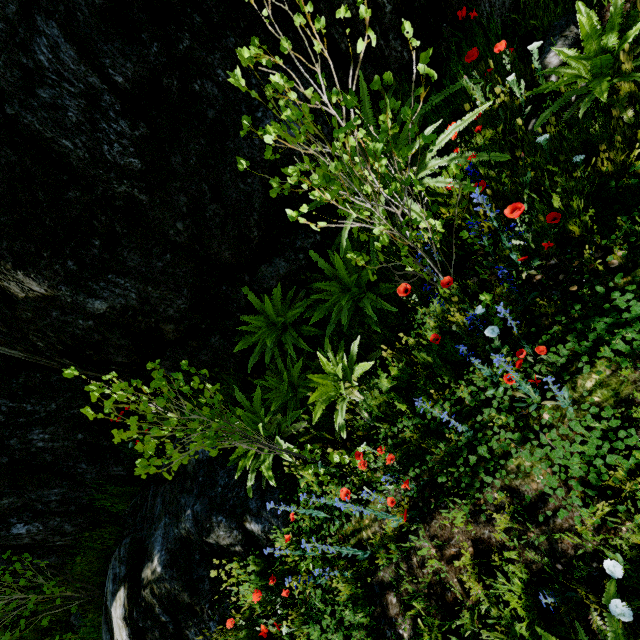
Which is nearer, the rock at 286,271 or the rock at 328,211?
the rock at 286,271

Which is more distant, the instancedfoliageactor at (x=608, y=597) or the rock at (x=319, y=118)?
the rock at (x=319, y=118)

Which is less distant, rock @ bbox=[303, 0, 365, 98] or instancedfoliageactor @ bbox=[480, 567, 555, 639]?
instancedfoliageactor @ bbox=[480, 567, 555, 639]

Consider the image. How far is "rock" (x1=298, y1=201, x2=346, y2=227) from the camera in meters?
3.7

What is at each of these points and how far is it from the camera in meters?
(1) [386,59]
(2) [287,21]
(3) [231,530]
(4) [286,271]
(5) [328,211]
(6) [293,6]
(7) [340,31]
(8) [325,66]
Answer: (1) rock, 3.3 m
(2) rock, 3.1 m
(3) rock, 3.6 m
(4) rock, 3.7 m
(5) rock, 3.8 m
(6) rock, 3.0 m
(7) rock, 3.2 m
(8) rock, 3.3 m
